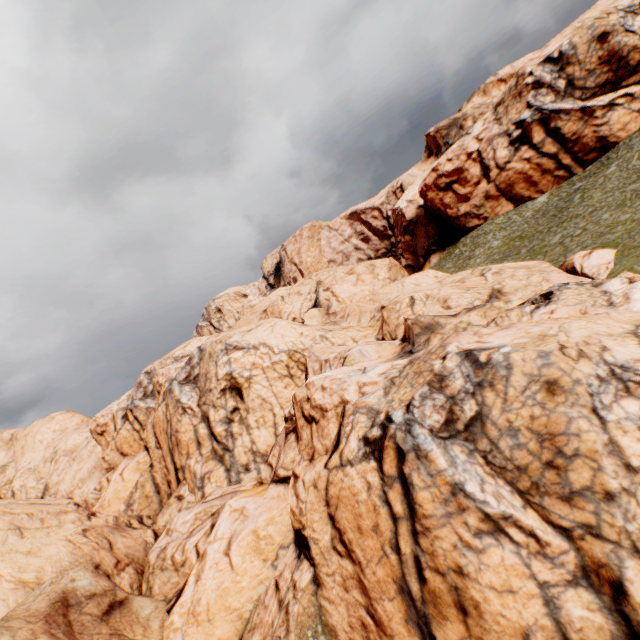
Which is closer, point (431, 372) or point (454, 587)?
point (454, 587)
